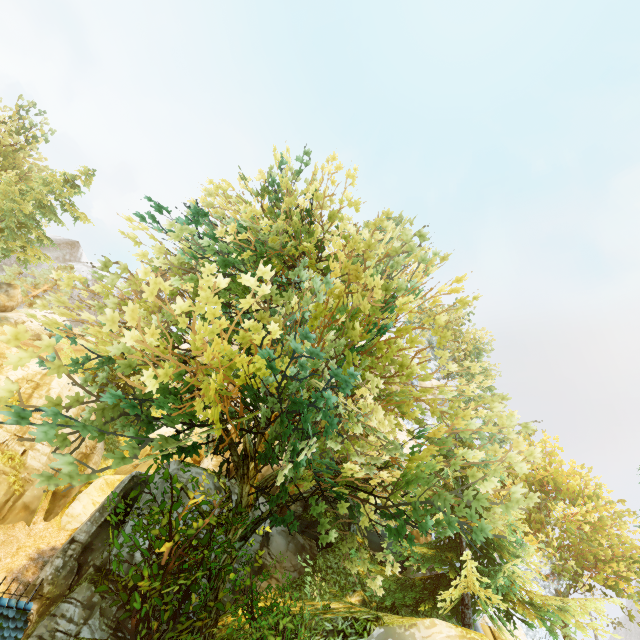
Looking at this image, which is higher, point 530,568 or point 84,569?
point 530,568

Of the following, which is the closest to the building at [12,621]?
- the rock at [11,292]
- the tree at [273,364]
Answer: the tree at [273,364]

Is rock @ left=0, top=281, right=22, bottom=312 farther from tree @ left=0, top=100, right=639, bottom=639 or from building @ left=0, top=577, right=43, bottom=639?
building @ left=0, top=577, right=43, bottom=639

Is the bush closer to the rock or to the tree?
the tree

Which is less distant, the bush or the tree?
the tree

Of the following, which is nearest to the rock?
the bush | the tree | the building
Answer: the tree

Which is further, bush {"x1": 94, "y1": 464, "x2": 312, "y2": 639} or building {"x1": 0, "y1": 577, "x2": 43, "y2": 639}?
building {"x1": 0, "y1": 577, "x2": 43, "y2": 639}

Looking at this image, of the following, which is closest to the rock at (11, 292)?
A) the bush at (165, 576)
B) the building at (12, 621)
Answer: the building at (12, 621)
